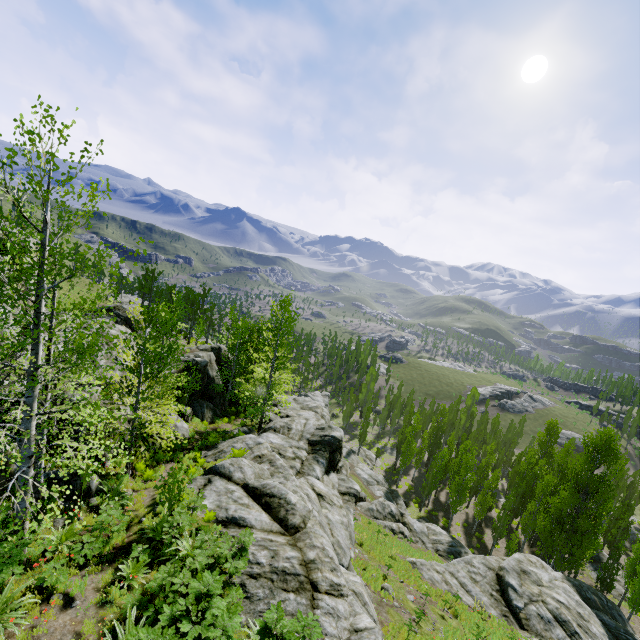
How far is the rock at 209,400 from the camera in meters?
22.9 m

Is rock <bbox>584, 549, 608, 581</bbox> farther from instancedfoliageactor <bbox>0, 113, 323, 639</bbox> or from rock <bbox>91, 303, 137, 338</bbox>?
rock <bbox>91, 303, 137, 338</bbox>

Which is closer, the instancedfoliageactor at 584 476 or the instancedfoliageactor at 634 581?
the instancedfoliageactor at 634 581

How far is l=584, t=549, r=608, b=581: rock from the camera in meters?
34.9

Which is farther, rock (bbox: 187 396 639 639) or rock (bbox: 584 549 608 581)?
rock (bbox: 584 549 608 581)

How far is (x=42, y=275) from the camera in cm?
675

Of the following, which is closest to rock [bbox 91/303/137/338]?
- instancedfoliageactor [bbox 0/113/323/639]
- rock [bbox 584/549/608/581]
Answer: instancedfoliageactor [bbox 0/113/323/639]

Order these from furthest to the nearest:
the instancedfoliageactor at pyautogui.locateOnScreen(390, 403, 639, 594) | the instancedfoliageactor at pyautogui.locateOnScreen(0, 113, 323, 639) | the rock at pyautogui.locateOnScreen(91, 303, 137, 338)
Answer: the instancedfoliageactor at pyautogui.locateOnScreen(390, 403, 639, 594), the rock at pyautogui.locateOnScreen(91, 303, 137, 338), the instancedfoliageactor at pyautogui.locateOnScreen(0, 113, 323, 639)
